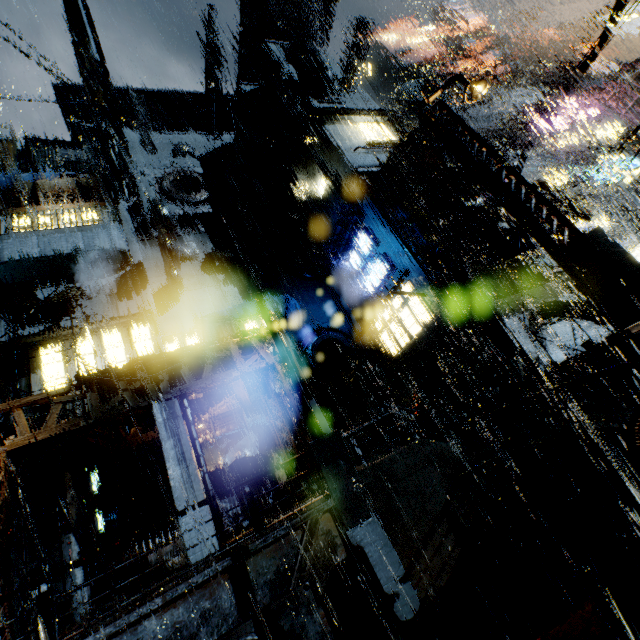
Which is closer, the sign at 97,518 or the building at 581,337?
the sign at 97,518

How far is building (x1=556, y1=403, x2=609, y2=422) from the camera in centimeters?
808cm

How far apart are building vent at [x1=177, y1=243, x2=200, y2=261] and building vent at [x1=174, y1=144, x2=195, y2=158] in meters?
10.8

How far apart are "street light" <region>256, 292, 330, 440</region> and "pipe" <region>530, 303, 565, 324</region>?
13.1m

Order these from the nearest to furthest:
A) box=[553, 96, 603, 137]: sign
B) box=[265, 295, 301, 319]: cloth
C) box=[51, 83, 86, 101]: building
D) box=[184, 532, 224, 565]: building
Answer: box=[184, 532, 224, 565]: building < box=[265, 295, 301, 319]: cloth < box=[51, 83, 86, 101]: building < box=[553, 96, 603, 137]: sign

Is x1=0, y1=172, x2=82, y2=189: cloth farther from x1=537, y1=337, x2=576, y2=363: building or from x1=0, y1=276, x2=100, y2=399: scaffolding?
x1=0, y1=276, x2=100, y2=399: scaffolding

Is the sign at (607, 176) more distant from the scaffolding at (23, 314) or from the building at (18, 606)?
the scaffolding at (23, 314)

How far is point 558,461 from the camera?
8.01m
